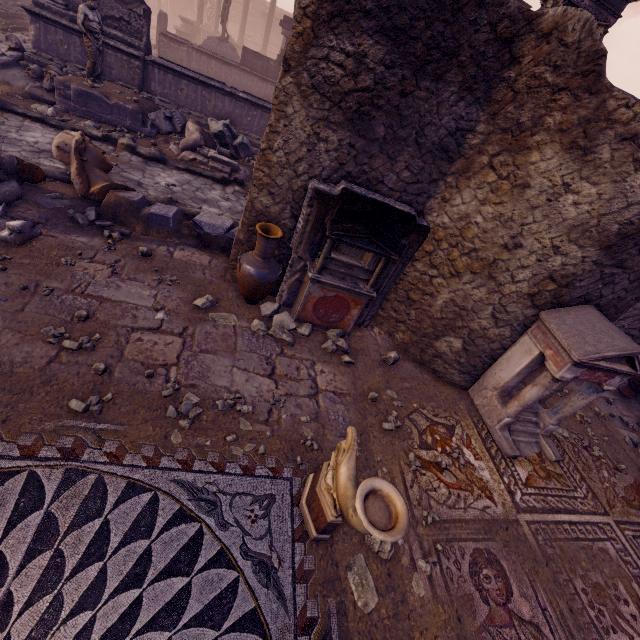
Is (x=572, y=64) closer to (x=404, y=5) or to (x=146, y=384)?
(x=404, y=5)

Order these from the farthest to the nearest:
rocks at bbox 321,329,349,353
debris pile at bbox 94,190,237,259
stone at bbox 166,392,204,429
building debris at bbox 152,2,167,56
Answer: building debris at bbox 152,2,167,56 < debris pile at bbox 94,190,237,259 < rocks at bbox 321,329,349,353 < stone at bbox 166,392,204,429

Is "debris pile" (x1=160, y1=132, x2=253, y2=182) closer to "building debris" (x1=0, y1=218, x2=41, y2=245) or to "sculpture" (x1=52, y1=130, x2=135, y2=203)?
"sculpture" (x1=52, y1=130, x2=135, y2=203)

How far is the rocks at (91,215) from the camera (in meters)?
5.29

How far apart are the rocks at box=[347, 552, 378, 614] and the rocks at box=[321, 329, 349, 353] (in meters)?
2.23

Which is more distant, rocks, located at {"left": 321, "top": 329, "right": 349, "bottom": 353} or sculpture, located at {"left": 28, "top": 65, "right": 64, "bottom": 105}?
sculpture, located at {"left": 28, "top": 65, "right": 64, "bottom": 105}

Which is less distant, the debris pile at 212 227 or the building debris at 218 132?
the debris pile at 212 227

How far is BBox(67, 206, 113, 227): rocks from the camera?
5.3 meters
